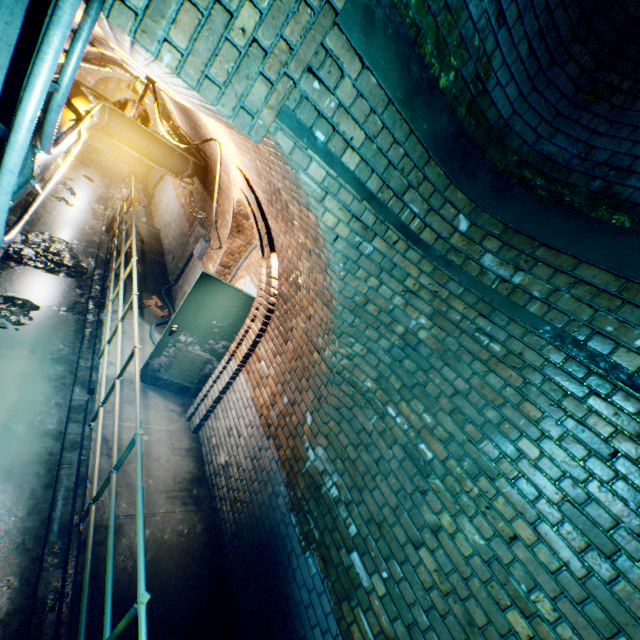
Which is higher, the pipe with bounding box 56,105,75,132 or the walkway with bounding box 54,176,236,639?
the pipe with bounding box 56,105,75,132

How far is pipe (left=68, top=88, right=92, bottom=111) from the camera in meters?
3.7

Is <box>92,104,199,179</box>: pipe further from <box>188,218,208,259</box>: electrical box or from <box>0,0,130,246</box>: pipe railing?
<box>188,218,208,259</box>: electrical box

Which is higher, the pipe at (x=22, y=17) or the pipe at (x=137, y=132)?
the pipe at (x=22, y=17)

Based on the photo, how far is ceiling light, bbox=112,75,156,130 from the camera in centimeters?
367cm

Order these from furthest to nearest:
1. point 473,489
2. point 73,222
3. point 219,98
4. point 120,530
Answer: point 73,222, point 120,530, point 473,489, point 219,98

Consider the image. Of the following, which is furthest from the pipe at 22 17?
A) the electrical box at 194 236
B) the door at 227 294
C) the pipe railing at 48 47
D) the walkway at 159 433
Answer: the electrical box at 194 236

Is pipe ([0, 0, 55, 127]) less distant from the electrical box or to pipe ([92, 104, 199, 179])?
pipe ([92, 104, 199, 179])
